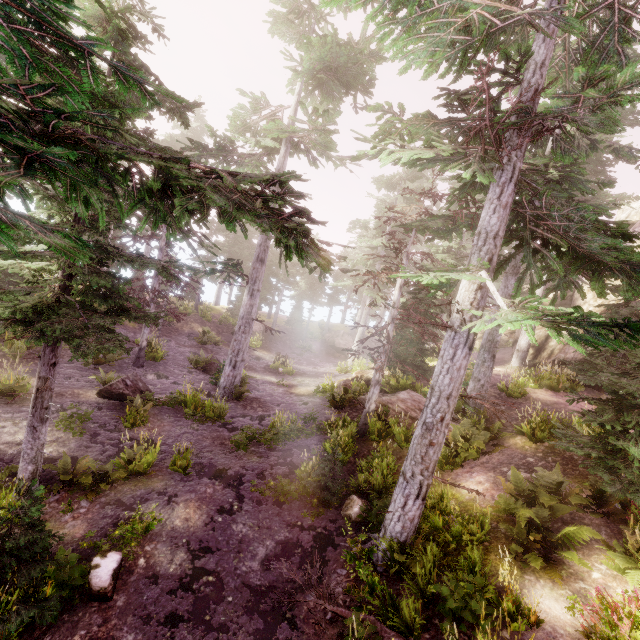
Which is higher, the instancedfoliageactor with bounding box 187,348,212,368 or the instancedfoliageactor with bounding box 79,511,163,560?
the instancedfoliageactor with bounding box 187,348,212,368

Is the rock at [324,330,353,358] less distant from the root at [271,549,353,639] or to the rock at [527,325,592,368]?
the rock at [527,325,592,368]

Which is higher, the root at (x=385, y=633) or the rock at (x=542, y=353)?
the rock at (x=542, y=353)

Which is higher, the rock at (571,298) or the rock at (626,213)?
the rock at (626,213)

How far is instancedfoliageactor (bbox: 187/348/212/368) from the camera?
19.9 meters

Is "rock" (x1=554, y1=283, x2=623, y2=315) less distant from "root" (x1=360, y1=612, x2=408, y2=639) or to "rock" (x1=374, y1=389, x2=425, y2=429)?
"root" (x1=360, y1=612, x2=408, y2=639)

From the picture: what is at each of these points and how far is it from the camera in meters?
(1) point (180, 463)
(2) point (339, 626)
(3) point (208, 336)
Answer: (1) instancedfoliageactor, 9.8
(2) root, 6.2
(3) instancedfoliageactor, 26.2
